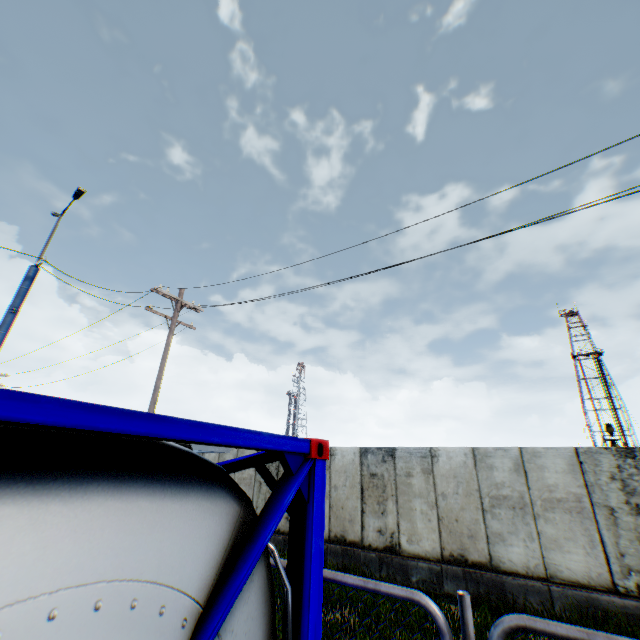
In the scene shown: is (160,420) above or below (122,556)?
above

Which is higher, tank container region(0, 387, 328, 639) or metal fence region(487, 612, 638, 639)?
tank container region(0, 387, 328, 639)

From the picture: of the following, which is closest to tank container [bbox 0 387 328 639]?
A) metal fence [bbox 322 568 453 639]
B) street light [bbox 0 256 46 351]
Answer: metal fence [bbox 322 568 453 639]

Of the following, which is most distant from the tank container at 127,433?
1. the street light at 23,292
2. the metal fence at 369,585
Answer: the street light at 23,292

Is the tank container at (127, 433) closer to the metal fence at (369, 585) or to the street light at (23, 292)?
the metal fence at (369, 585)

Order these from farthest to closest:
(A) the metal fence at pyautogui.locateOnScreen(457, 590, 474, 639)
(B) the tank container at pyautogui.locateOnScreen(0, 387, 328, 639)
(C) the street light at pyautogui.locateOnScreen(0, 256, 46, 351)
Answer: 1. (C) the street light at pyautogui.locateOnScreen(0, 256, 46, 351)
2. (A) the metal fence at pyautogui.locateOnScreen(457, 590, 474, 639)
3. (B) the tank container at pyautogui.locateOnScreen(0, 387, 328, 639)

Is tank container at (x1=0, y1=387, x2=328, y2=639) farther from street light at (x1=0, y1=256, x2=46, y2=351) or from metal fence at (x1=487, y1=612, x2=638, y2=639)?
street light at (x1=0, y1=256, x2=46, y2=351)
